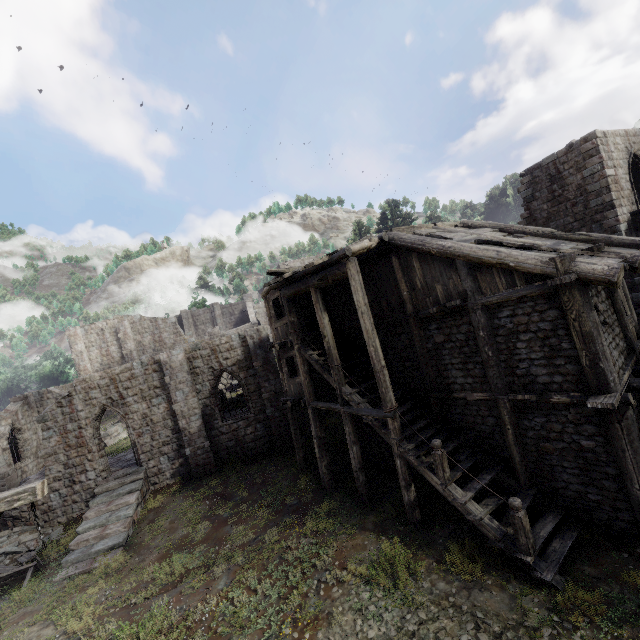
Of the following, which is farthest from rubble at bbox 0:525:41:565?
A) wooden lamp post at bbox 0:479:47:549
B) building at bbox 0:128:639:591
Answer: wooden lamp post at bbox 0:479:47:549

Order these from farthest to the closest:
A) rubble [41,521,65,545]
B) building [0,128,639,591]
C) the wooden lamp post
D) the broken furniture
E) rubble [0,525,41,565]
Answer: rubble [41,521,65,545] → rubble [0,525,41,565] → the broken furniture → building [0,128,639,591] → the wooden lamp post

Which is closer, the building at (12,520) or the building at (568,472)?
the building at (568,472)

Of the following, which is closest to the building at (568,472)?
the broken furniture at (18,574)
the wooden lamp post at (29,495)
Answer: the wooden lamp post at (29,495)

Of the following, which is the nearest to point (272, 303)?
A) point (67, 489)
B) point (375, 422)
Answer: point (375, 422)

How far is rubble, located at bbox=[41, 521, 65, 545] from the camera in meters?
16.2 m

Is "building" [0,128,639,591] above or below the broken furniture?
above

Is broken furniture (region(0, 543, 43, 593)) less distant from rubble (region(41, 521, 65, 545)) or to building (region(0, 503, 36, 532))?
rubble (region(41, 521, 65, 545))
